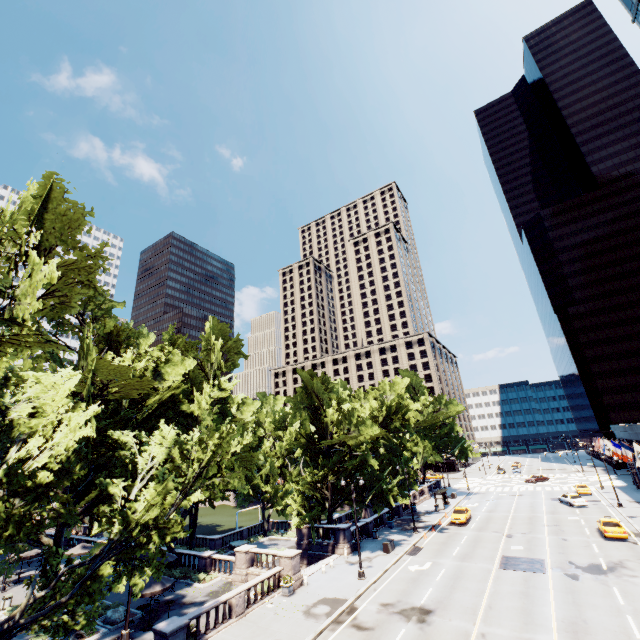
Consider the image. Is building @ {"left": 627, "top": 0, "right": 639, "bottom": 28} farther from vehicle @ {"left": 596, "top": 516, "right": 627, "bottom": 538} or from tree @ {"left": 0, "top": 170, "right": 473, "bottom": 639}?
tree @ {"left": 0, "top": 170, "right": 473, "bottom": 639}

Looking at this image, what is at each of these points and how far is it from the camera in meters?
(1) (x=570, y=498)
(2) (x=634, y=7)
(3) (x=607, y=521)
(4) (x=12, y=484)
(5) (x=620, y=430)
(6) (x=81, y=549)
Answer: (1) vehicle, 44.6 m
(2) building, 58.1 m
(3) vehicle, 31.6 m
(4) tree, 12.9 m
(5) building, 49.4 m
(6) umbrella, 32.9 m

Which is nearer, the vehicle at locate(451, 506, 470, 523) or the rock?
the rock

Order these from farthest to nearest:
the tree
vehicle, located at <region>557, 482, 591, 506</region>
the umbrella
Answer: vehicle, located at <region>557, 482, 591, 506</region>
the umbrella
the tree

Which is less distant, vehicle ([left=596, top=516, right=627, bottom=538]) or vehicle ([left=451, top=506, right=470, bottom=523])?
vehicle ([left=596, top=516, right=627, bottom=538])

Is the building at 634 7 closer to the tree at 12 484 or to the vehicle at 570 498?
the vehicle at 570 498

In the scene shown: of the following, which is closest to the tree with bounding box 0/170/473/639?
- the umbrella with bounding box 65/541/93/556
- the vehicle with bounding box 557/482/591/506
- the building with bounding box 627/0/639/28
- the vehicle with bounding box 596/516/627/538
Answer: the umbrella with bounding box 65/541/93/556

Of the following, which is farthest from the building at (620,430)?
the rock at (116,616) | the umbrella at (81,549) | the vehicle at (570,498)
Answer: the umbrella at (81,549)
